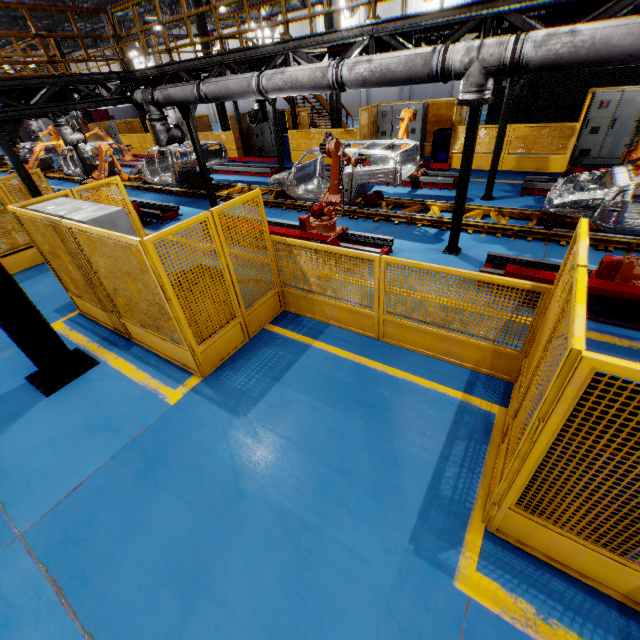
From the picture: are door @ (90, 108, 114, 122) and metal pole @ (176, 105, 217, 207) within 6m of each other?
no

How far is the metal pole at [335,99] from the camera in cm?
1500

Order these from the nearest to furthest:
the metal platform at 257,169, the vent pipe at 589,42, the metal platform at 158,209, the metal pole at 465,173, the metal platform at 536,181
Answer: the vent pipe at 589,42 → the metal pole at 465,173 → the metal platform at 536,181 → the metal platform at 158,209 → the metal platform at 257,169

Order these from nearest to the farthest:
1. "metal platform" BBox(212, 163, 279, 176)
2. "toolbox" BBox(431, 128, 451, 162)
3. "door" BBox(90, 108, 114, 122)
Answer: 1. "toolbox" BBox(431, 128, 451, 162)
2. "metal platform" BBox(212, 163, 279, 176)
3. "door" BBox(90, 108, 114, 122)

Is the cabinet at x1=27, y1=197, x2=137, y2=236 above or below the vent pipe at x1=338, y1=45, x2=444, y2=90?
below

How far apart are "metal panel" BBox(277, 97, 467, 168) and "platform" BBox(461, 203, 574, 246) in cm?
456

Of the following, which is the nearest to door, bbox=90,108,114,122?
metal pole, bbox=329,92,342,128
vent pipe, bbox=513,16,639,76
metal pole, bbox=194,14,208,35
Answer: metal pole, bbox=194,14,208,35

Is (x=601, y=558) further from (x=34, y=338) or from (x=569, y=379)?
(x=34, y=338)
